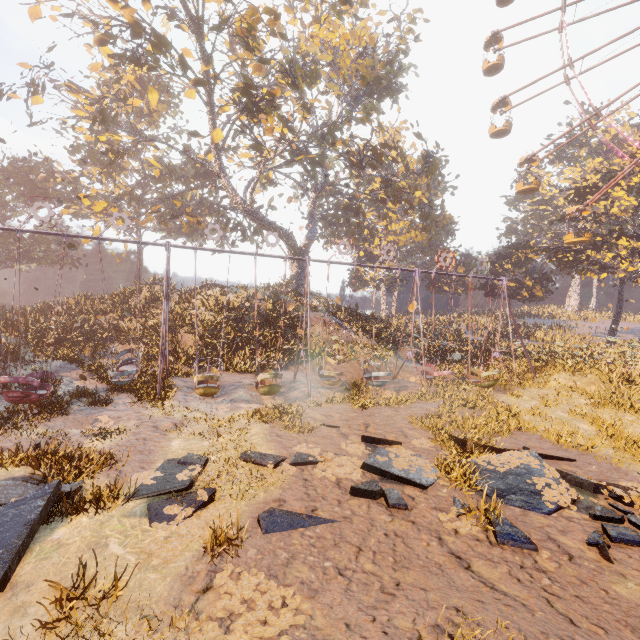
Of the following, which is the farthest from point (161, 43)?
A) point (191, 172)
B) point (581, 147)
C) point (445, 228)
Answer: point (581, 147)

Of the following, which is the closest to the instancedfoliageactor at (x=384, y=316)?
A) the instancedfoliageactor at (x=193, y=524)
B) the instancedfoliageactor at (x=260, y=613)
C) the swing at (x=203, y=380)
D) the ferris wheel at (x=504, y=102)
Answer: the swing at (x=203, y=380)

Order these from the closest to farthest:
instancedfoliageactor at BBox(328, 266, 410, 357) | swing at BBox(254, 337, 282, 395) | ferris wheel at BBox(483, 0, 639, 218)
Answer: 1. swing at BBox(254, 337, 282, 395)
2. ferris wheel at BBox(483, 0, 639, 218)
3. instancedfoliageactor at BBox(328, 266, 410, 357)

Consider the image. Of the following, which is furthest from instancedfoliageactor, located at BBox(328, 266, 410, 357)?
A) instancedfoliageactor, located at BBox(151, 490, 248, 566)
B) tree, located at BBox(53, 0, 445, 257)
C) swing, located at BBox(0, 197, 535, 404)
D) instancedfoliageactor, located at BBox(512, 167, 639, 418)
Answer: instancedfoliageactor, located at BBox(151, 490, 248, 566)

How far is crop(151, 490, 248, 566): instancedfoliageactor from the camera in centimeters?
504cm

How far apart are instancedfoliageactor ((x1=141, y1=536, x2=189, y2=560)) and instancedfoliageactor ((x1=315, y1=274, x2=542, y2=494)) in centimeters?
1389cm

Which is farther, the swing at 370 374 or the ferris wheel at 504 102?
the ferris wheel at 504 102
